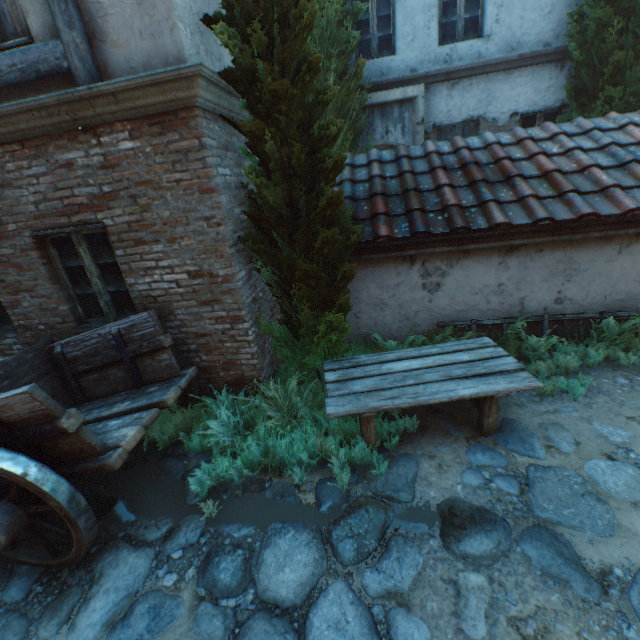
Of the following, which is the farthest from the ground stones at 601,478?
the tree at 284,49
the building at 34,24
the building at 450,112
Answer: the building at 450,112

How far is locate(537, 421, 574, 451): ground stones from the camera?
3.4m

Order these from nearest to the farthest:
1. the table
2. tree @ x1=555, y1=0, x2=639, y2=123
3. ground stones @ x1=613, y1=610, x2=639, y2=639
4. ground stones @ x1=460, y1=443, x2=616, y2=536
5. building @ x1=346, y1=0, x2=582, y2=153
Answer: ground stones @ x1=613, y1=610, x2=639, y2=639, ground stones @ x1=460, y1=443, x2=616, y2=536, the table, tree @ x1=555, y1=0, x2=639, y2=123, building @ x1=346, y1=0, x2=582, y2=153

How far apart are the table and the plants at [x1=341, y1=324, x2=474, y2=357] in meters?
0.4

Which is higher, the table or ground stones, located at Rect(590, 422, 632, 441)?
the table

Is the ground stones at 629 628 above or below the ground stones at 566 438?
below

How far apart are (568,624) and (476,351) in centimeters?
249cm

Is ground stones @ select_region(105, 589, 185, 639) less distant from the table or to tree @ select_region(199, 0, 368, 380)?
the table
